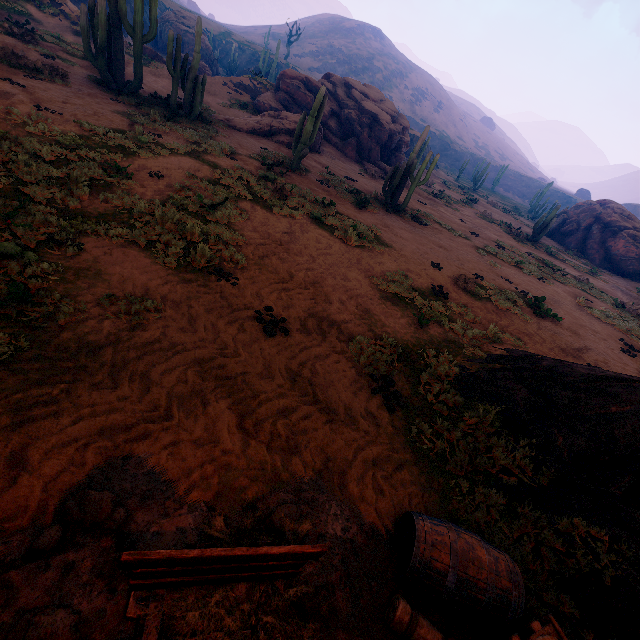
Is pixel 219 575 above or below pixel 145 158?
above

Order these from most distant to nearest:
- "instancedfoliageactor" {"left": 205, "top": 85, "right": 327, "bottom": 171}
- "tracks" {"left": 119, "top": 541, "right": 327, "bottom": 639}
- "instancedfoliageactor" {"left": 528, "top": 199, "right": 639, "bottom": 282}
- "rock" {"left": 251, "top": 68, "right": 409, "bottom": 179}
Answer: "instancedfoliageactor" {"left": 528, "top": 199, "right": 639, "bottom": 282}
"rock" {"left": 251, "top": 68, "right": 409, "bottom": 179}
"instancedfoliageactor" {"left": 205, "top": 85, "right": 327, "bottom": 171}
"tracks" {"left": 119, "top": 541, "right": 327, "bottom": 639}

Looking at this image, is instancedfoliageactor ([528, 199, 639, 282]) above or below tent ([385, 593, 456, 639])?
above

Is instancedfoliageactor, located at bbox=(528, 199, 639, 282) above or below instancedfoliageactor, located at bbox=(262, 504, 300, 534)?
above

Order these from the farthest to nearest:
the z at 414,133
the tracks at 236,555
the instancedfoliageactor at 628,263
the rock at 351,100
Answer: the z at 414,133 → the instancedfoliageactor at 628,263 → the rock at 351,100 → the tracks at 236,555

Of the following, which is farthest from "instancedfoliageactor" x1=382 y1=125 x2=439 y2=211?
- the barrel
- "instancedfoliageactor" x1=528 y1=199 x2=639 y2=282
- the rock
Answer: "instancedfoliageactor" x1=528 y1=199 x2=639 y2=282

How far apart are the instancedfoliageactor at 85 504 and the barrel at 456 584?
2.39m

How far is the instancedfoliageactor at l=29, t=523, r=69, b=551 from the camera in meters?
2.3 m
